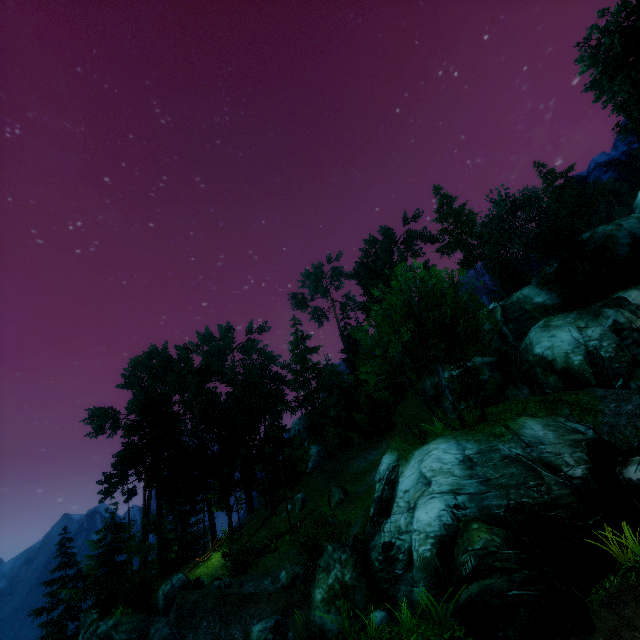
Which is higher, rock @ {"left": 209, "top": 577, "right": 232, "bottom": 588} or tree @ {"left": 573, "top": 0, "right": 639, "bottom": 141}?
tree @ {"left": 573, "top": 0, "right": 639, "bottom": 141}

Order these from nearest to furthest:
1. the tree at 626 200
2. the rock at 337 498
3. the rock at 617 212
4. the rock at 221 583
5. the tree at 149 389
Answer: the rock at 221 583
the tree at 149 389
the rock at 337 498
the rock at 617 212
the tree at 626 200

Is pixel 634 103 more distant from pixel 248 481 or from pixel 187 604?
pixel 248 481

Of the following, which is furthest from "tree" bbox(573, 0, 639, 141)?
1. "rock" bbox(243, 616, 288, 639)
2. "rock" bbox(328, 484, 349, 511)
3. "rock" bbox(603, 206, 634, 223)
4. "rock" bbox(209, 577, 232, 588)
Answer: "rock" bbox(243, 616, 288, 639)

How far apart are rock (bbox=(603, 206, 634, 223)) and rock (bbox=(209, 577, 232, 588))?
62.9m

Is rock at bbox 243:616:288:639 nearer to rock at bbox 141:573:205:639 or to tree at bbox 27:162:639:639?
rock at bbox 141:573:205:639

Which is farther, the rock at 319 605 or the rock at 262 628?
the rock at 262 628

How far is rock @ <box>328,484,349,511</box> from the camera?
24.6m
